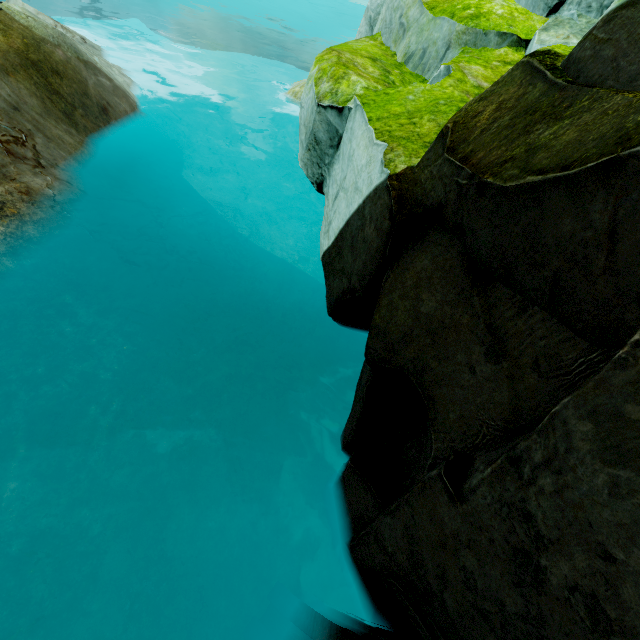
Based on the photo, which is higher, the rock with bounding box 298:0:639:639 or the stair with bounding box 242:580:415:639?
the rock with bounding box 298:0:639:639

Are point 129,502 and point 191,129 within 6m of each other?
no

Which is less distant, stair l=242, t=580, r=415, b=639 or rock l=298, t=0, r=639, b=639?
rock l=298, t=0, r=639, b=639

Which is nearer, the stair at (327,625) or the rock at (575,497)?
the rock at (575,497)

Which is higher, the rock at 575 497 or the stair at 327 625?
the rock at 575 497
